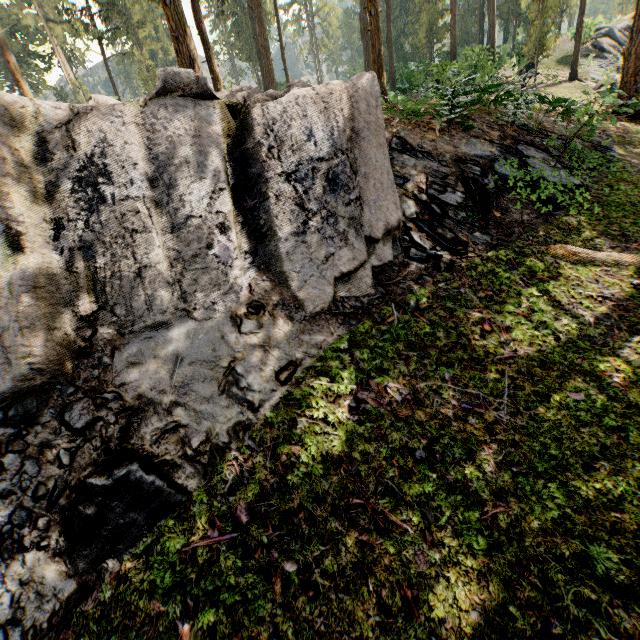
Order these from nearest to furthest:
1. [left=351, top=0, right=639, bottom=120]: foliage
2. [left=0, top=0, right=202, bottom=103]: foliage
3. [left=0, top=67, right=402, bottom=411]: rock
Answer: [left=0, top=67, right=402, bottom=411]: rock, [left=0, top=0, right=202, bottom=103]: foliage, [left=351, top=0, right=639, bottom=120]: foliage

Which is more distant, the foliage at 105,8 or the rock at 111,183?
the foliage at 105,8

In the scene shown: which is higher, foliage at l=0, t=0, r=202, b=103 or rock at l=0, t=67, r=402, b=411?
foliage at l=0, t=0, r=202, b=103

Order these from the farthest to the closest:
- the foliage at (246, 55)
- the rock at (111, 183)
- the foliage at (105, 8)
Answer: the foliage at (246, 55) < the foliage at (105, 8) < the rock at (111, 183)

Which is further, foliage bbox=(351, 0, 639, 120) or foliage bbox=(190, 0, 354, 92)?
foliage bbox=(190, 0, 354, 92)

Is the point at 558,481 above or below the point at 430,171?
below

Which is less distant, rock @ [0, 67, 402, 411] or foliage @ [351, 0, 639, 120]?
rock @ [0, 67, 402, 411]
